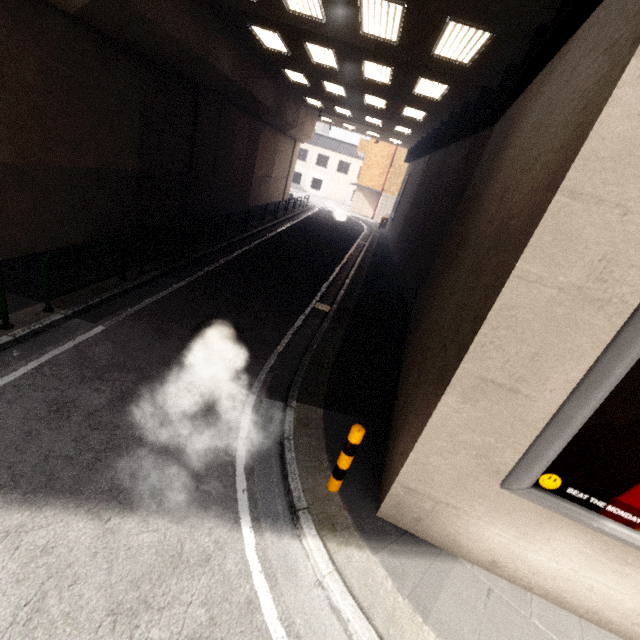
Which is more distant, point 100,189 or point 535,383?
point 100,189

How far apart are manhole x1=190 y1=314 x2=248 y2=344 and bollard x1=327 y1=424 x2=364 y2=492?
3.56m

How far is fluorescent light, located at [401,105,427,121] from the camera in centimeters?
1397cm

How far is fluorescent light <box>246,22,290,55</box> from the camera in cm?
1009

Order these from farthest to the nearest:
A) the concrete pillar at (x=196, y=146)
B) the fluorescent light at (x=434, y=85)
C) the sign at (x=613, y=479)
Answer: the fluorescent light at (x=434, y=85)
the concrete pillar at (x=196, y=146)
the sign at (x=613, y=479)

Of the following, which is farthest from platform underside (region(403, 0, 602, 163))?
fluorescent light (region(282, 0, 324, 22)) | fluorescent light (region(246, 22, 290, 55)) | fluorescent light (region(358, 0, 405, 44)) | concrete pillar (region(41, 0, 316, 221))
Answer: concrete pillar (region(41, 0, 316, 221))

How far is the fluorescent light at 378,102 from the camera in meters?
14.0 m

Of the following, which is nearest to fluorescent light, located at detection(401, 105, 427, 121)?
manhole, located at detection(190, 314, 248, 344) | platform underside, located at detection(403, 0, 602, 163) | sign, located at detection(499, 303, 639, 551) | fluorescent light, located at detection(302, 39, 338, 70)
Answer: platform underside, located at detection(403, 0, 602, 163)
